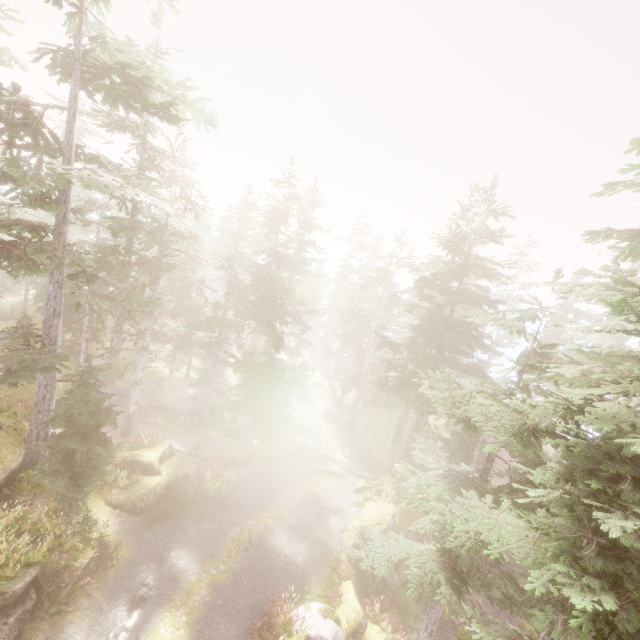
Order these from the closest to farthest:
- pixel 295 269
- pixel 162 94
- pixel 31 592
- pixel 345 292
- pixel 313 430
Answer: pixel 31 592 < pixel 162 94 < pixel 313 430 < pixel 295 269 < pixel 345 292

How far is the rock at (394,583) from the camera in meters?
17.0

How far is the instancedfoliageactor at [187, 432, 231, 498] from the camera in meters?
18.1 m

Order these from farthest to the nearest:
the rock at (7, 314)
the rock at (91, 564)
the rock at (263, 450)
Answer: the rock at (7, 314) → the rock at (263, 450) → the rock at (91, 564)

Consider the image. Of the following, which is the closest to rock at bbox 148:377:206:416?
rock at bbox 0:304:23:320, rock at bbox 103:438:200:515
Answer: rock at bbox 103:438:200:515

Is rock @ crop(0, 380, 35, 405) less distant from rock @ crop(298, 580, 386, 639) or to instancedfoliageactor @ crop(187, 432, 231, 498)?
→ instancedfoliageactor @ crop(187, 432, 231, 498)

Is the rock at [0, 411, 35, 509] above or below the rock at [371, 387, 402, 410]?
above

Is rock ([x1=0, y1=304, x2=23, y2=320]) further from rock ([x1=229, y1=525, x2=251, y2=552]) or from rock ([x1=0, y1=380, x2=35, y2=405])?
rock ([x1=229, y1=525, x2=251, y2=552])
